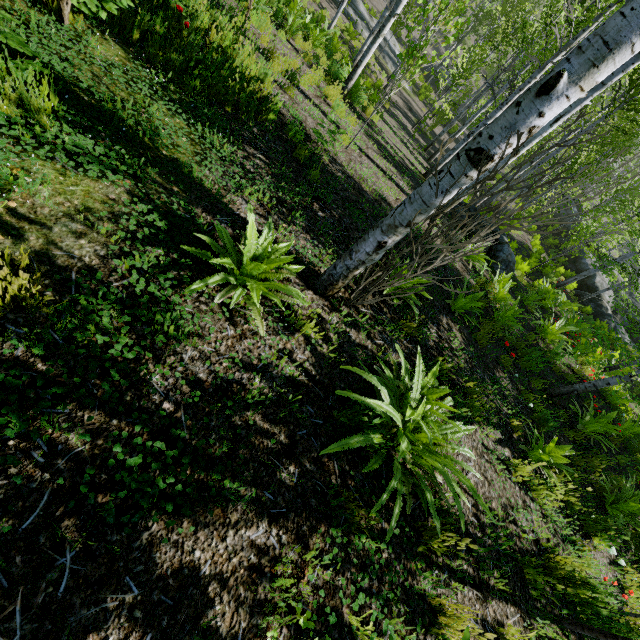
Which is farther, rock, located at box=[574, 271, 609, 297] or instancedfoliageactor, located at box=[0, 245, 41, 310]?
rock, located at box=[574, 271, 609, 297]

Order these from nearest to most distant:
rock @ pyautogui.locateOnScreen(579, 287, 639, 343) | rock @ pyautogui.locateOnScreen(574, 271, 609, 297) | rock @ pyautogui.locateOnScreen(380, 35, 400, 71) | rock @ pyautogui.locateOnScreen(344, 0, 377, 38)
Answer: rock @ pyautogui.locateOnScreen(579, 287, 639, 343)
rock @ pyautogui.locateOnScreen(574, 271, 609, 297)
rock @ pyautogui.locateOnScreen(344, 0, 377, 38)
rock @ pyautogui.locateOnScreen(380, 35, 400, 71)

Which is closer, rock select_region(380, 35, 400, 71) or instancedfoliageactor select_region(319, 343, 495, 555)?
instancedfoliageactor select_region(319, 343, 495, 555)

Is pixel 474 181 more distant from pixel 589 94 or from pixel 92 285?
pixel 92 285

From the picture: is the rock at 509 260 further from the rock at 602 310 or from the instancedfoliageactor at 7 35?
the rock at 602 310

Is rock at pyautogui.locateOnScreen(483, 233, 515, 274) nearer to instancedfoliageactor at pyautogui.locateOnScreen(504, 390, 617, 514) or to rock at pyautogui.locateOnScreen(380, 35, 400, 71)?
instancedfoliageactor at pyautogui.locateOnScreen(504, 390, 617, 514)

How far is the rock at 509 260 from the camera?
10.0m

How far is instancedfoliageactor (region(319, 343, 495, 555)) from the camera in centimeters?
248cm
